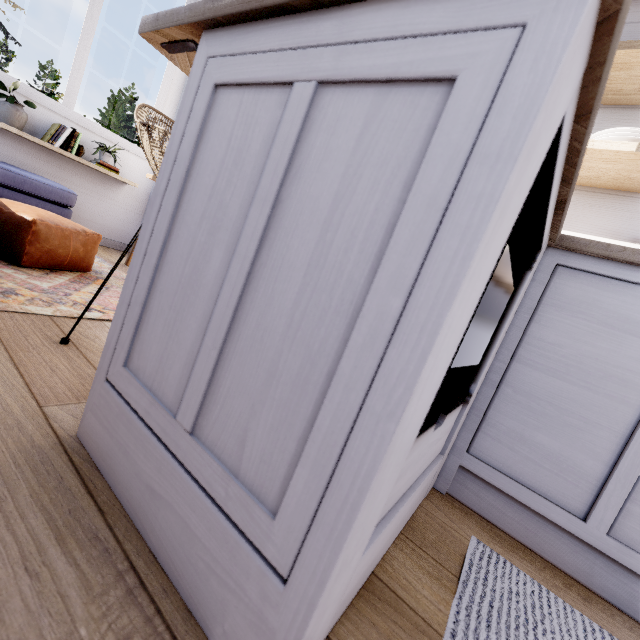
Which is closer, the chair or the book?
the chair

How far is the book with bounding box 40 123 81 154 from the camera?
3.02m

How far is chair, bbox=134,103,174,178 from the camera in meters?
1.0 m

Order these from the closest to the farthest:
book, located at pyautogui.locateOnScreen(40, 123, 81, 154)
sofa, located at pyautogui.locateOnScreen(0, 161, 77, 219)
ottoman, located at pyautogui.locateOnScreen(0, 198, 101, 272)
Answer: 1. ottoman, located at pyautogui.locateOnScreen(0, 198, 101, 272)
2. sofa, located at pyautogui.locateOnScreen(0, 161, 77, 219)
3. book, located at pyautogui.locateOnScreen(40, 123, 81, 154)

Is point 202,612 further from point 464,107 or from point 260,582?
point 464,107

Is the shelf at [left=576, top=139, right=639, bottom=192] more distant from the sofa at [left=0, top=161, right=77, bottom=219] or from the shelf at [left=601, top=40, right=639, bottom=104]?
the sofa at [left=0, top=161, right=77, bottom=219]

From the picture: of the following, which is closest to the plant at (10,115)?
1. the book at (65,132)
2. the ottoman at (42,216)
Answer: the book at (65,132)

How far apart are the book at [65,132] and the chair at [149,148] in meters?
2.6 m
